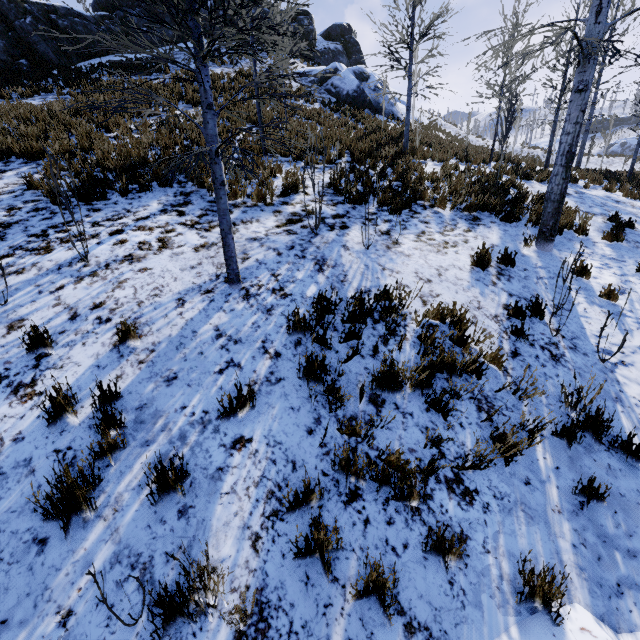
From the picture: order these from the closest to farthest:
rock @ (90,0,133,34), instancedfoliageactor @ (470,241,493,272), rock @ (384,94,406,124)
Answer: instancedfoliageactor @ (470,241,493,272) → rock @ (90,0,133,34) → rock @ (384,94,406,124)

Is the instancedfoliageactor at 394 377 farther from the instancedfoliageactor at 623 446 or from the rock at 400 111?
the rock at 400 111

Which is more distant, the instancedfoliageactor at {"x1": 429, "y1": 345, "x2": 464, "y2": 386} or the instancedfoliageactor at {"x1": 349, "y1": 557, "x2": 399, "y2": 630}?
the instancedfoliageactor at {"x1": 429, "y1": 345, "x2": 464, "y2": 386}

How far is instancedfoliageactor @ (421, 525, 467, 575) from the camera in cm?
245

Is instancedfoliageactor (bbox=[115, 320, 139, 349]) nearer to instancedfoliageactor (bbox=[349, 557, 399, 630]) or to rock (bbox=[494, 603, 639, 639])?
rock (bbox=[494, 603, 639, 639])

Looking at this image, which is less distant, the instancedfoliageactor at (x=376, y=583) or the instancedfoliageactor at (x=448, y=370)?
the instancedfoliageactor at (x=376, y=583)

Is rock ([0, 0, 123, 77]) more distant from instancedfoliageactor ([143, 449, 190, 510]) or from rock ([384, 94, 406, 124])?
instancedfoliageactor ([143, 449, 190, 510])

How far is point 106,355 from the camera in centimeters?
360cm
